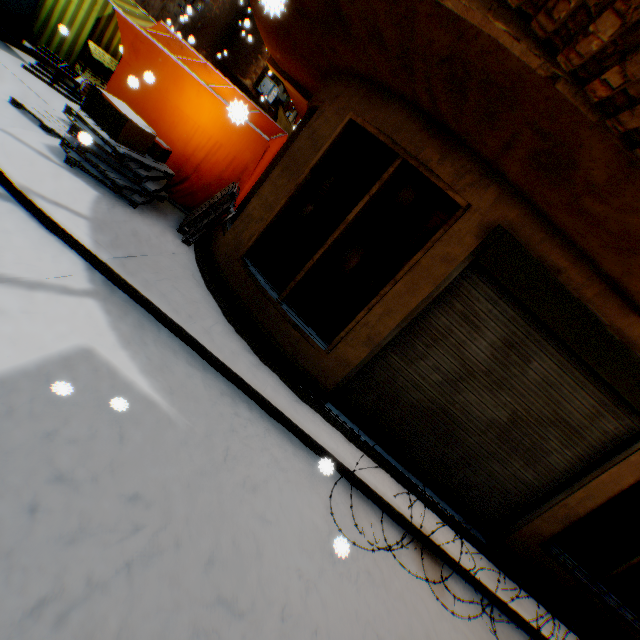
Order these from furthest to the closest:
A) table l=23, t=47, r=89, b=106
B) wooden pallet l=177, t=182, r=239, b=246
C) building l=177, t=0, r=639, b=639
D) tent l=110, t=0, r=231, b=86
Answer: table l=23, t=47, r=89, b=106 < tent l=110, t=0, r=231, b=86 < wooden pallet l=177, t=182, r=239, b=246 < building l=177, t=0, r=639, b=639

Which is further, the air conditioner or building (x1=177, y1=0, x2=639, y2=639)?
the air conditioner

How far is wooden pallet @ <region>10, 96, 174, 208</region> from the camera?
4.3 meters

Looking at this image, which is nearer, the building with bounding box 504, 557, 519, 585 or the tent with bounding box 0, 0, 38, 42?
the building with bounding box 504, 557, 519, 585

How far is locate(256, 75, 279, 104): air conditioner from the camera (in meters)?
16.20

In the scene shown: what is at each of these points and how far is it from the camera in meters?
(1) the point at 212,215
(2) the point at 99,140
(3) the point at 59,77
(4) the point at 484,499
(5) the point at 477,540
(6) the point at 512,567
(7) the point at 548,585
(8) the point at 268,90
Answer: (1) wooden pallet, 5.3 m
(2) wooden pallet, 4.4 m
(3) table, 7.7 m
(4) building, 4.4 m
(5) building, 4.4 m
(6) building, 4.5 m
(7) building, 4.5 m
(8) air conditioner, 16.3 m

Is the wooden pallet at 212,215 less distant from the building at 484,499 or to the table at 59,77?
the building at 484,499

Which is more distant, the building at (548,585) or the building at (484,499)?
the building at (548,585)
